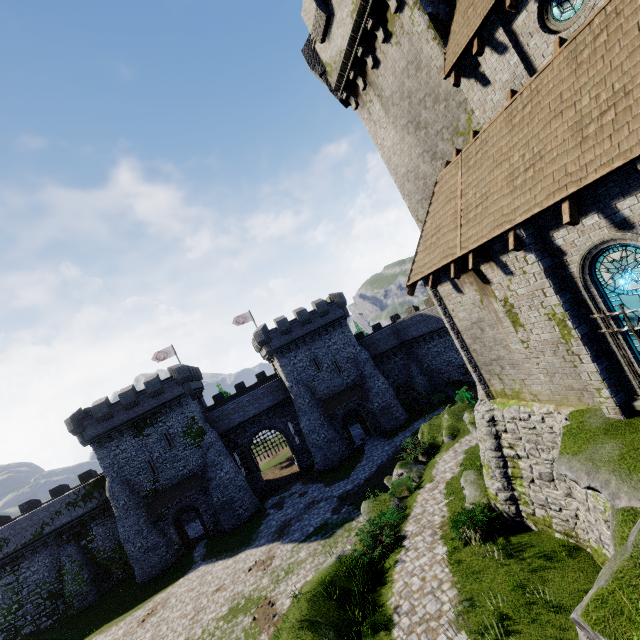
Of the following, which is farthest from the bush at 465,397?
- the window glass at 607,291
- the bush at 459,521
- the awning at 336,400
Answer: the window glass at 607,291

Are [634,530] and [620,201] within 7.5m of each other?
yes

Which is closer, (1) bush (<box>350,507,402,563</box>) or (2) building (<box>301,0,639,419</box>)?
(2) building (<box>301,0,639,419</box>)

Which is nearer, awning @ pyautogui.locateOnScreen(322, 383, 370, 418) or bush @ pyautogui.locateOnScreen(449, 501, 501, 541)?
bush @ pyautogui.locateOnScreen(449, 501, 501, 541)

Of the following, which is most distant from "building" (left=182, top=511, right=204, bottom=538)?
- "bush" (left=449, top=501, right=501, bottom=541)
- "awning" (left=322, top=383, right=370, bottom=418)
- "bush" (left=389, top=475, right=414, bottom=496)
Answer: "bush" (left=449, top=501, right=501, bottom=541)

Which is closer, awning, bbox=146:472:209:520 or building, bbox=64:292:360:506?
awning, bbox=146:472:209:520

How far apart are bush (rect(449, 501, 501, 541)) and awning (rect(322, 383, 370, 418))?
22.5 meters

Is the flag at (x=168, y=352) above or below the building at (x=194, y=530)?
above
